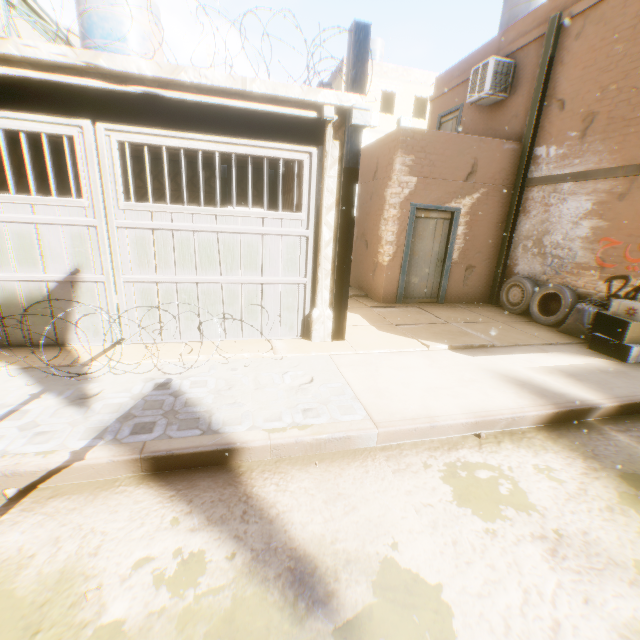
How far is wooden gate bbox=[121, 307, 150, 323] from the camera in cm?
483

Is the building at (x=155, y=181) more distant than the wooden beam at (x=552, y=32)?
Yes

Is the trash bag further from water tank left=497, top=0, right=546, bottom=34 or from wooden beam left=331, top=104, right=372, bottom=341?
water tank left=497, top=0, right=546, bottom=34

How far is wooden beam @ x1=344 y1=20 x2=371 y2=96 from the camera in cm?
429

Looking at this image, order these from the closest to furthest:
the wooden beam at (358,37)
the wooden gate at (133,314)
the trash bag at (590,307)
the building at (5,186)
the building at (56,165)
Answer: the wooden beam at (358,37) < the wooden gate at (133,314) < the trash bag at (590,307) < the building at (5,186) < the building at (56,165)

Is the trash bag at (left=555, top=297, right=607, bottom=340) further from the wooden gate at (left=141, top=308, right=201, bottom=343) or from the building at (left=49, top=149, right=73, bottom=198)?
the wooden gate at (left=141, top=308, right=201, bottom=343)

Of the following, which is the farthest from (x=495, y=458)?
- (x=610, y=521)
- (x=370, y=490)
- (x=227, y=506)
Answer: (x=227, y=506)

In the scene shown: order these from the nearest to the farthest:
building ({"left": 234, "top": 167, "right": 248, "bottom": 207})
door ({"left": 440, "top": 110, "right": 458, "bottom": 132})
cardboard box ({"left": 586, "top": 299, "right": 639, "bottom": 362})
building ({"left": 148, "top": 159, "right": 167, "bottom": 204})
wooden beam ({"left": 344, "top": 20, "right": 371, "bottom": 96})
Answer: wooden beam ({"left": 344, "top": 20, "right": 371, "bottom": 96})
cardboard box ({"left": 586, "top": 299, "right": 639, "bottom": 362})
building ({"left": 148, "top": 159, "right": 167, "bottom": 204})
building ({"left": 234, "top": 167, "right": 248, "bottom": 207})
door ({"left": 440, "top": 110, "right": 458, "bottom": 132})
